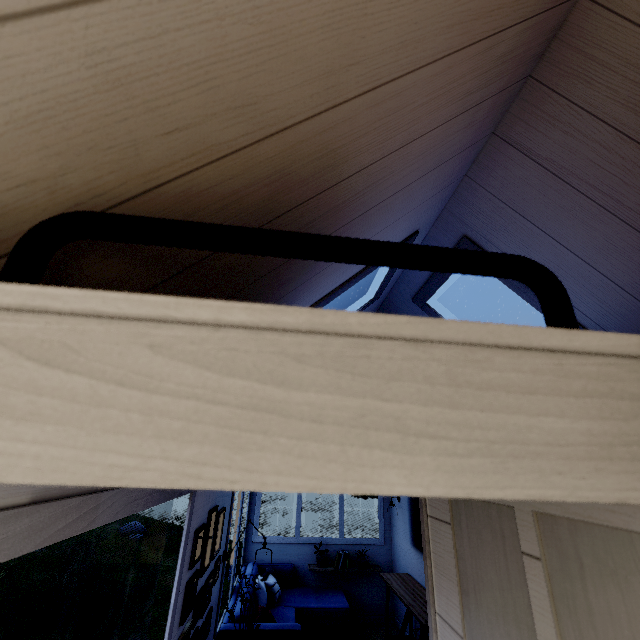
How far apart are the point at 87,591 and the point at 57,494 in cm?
1143
